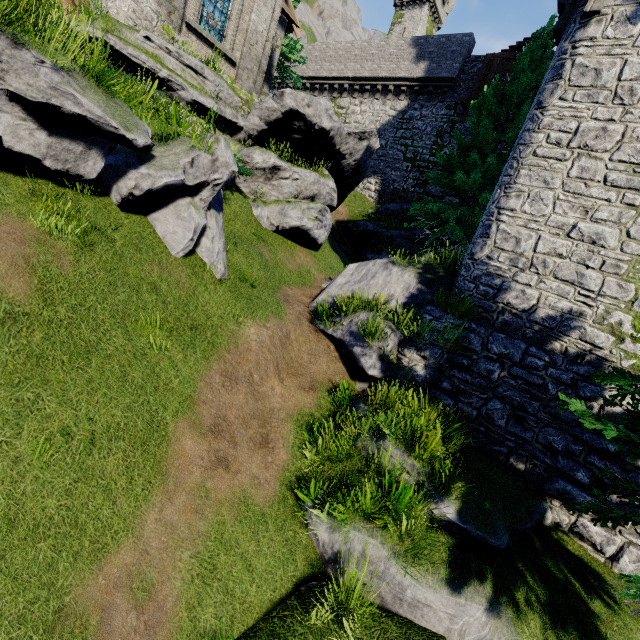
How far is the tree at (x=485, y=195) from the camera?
13.5m

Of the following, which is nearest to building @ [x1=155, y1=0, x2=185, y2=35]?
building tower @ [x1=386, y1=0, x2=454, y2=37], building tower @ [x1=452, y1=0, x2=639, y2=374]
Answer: building tower @ [x1=452, y1=0, x2=639, y2=374]

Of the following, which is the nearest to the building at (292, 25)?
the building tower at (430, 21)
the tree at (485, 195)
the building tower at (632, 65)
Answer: the tree at (485, 195)

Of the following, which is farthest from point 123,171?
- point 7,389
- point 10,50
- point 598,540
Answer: point 598,540

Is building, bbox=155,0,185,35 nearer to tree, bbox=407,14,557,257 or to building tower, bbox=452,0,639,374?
tree, bbox=407,14,557,257

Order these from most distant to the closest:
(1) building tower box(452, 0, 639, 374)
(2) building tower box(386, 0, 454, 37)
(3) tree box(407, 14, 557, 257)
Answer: (2) building tower box(386, 0, 454, 37) → (3) tree box(407, 14, 557, 257) → (1) building tower box(452, 0, 639, 374)

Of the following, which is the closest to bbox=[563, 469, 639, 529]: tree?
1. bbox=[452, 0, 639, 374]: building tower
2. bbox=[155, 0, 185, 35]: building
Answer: bbox=[452, 0, 639, 374]: building tower

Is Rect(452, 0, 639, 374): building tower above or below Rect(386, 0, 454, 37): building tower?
below
